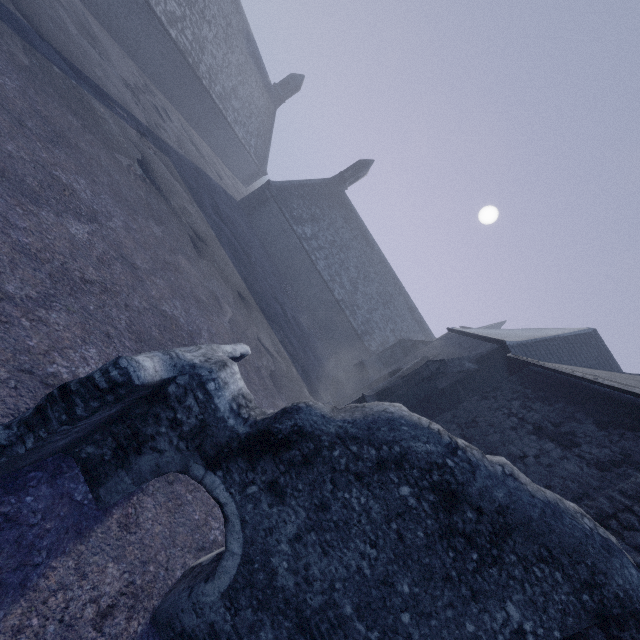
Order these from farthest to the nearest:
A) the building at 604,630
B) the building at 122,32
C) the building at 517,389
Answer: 1. the building at 122,32
2. the building at 517,389
3. the building at 604,630

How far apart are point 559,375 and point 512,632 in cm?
Answer: 718

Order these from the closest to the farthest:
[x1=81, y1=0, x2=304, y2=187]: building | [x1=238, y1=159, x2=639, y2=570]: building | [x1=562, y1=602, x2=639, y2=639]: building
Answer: [x1=562, y1=602, x2=639, y2=639]: building < [x1=238, y1=159, x2=639, y2=570]: building < [x1=81, y1=0, x2=304, y2=187]: building

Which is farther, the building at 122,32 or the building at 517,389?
the building at 122,32

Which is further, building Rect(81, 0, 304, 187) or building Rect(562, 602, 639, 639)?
building Rect(81, 0, 304, 187)
